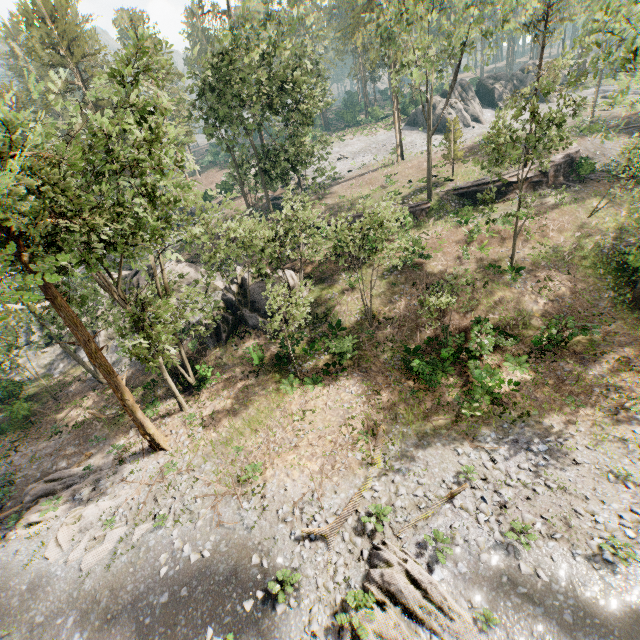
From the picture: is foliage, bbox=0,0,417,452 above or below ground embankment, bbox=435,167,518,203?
above

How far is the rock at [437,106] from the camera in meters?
50.4

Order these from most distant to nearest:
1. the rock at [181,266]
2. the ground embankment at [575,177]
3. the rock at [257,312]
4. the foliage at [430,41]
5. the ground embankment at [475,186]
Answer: the ground embankment at [475,186] < the ground embankment at [575,177] < the rock at [181,266] < the rock at [257,312] < the foliage at [430,41]

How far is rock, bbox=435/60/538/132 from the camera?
50.12m

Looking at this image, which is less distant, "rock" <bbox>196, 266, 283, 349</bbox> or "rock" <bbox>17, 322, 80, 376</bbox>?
"rock" <bbox>196, 266, 283, 349</bbox>

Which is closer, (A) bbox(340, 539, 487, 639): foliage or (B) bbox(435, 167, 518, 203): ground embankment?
(A) bbox(340, 539, 487, 639): foliage

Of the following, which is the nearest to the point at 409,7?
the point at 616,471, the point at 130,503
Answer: the point at 616,471

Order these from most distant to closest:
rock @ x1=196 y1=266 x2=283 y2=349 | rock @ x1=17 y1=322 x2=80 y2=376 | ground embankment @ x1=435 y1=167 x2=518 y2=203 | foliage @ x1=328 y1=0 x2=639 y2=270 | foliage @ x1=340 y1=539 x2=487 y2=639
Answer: rock @ x1=17 y1=322 x2=80 y2=376 < ground embankment @ x1=435 y1=167 x2=518 y2=203 < rock @ x1=196 y1=266 x2=283 y2=349 < foliage @ x1=328 y1=0 x2=639 y2=270 < foliage @ x1=340 y1=539 x2=487 y2=639
